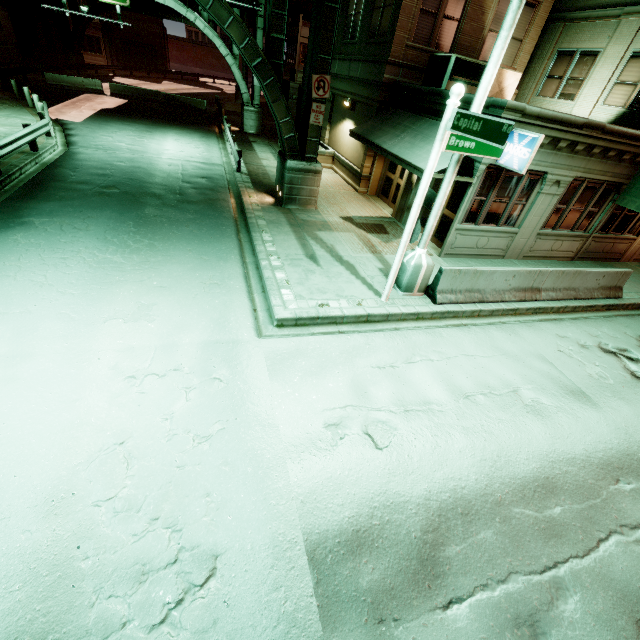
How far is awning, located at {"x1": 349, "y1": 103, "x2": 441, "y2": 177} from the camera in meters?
10.6

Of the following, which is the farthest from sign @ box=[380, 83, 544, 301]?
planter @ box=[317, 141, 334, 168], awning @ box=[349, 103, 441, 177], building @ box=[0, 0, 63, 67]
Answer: building @ box=[0, 0, 63, 67]

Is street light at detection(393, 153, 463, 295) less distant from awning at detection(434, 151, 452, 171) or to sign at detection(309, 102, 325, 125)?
awning at detection(434, 151, 452, 171)

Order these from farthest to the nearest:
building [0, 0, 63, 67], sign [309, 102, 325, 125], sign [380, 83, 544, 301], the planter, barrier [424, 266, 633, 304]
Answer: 1. building [0, 0, 63, 67]
2. the planter
3. sign [309, 102, 325, 125]
4. barrier [424, 266, 633, 304]
5. sign [380, 83, 544, 301]

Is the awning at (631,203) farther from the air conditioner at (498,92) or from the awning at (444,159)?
the awning at (444,159)

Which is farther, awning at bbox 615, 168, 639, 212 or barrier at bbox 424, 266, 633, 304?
awning at bbox 615, 168, 639, 212

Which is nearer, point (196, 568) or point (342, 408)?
point (196, 568)

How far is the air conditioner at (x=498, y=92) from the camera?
12.7m
